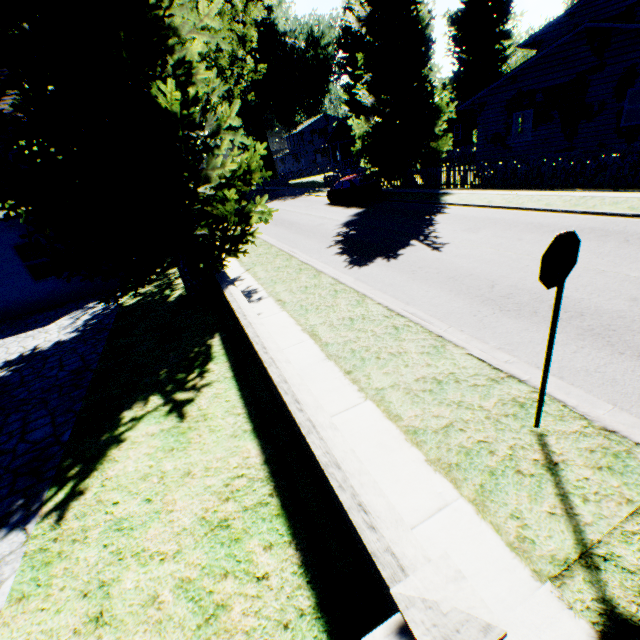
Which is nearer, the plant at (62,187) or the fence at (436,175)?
the plant at (62,187)

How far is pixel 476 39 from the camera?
36.5 meters

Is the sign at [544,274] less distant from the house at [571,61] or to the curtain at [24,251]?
the curtain at [24,251]

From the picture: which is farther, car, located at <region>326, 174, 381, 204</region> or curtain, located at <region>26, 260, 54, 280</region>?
car, located at <region>326, 174, 381, 204</region>

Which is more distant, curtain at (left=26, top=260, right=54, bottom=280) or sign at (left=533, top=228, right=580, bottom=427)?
curtain at (left=26, top=260, right=54, bottom=280)

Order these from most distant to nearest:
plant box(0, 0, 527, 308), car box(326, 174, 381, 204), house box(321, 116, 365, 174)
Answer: house box(321, 116, 365, 174)
car box(326, 174, 381, 204)
plant box(0, 0, 527, 308)

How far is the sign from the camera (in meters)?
2.81

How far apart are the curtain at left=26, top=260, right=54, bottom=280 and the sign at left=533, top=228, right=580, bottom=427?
16.0m
